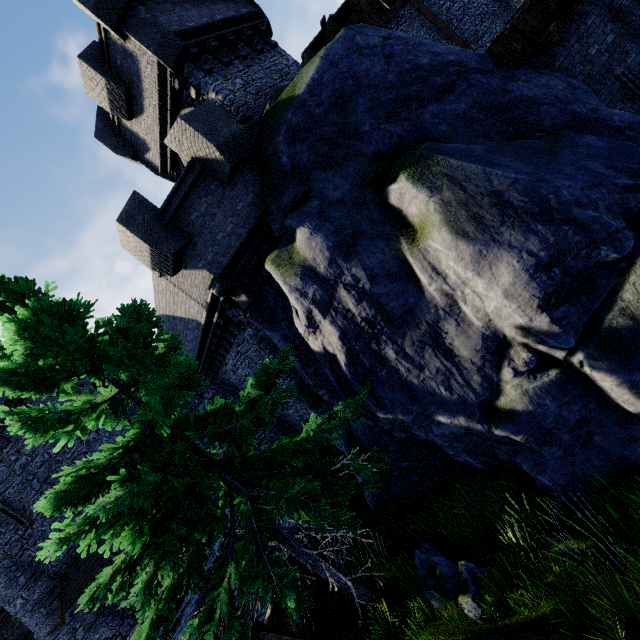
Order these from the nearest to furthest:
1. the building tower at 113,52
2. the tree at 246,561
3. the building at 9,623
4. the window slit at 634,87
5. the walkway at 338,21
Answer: the tree at 246,561
the window slit at 634,87
the building tower at 113,52
the walkway at 338,21
the building at 9,623

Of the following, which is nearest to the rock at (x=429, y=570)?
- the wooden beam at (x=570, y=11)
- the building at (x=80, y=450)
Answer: the wooden beam at (x=570, y=11)

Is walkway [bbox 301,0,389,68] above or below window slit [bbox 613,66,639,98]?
above

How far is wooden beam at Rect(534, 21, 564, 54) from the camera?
7.82m

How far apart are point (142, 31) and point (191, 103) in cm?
216

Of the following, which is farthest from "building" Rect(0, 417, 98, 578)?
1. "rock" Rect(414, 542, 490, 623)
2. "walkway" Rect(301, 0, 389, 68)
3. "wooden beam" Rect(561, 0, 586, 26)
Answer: "wooden beam" Rect(561, 0, 586, 26)

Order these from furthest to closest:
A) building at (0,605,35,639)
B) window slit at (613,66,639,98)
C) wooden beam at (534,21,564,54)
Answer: building at (0,605,35,639) → window slit at (613,66,639,98) → wooden beam at (534,21,564,54)

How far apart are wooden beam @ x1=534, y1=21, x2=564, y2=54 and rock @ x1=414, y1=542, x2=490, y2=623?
11.7m
